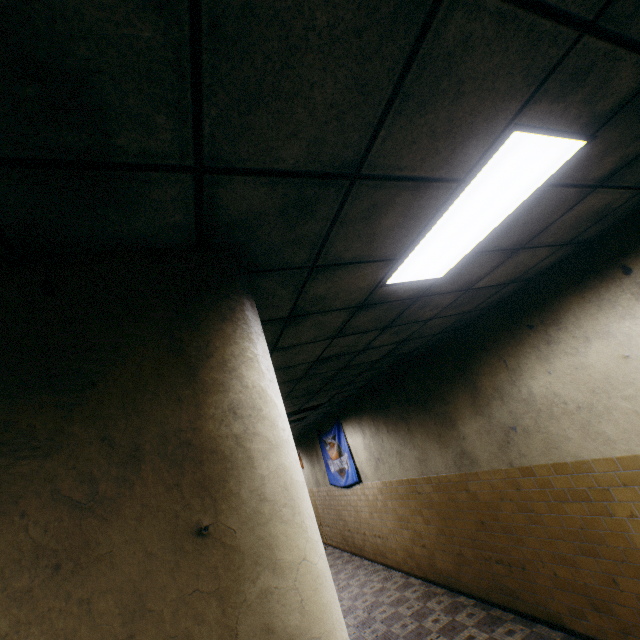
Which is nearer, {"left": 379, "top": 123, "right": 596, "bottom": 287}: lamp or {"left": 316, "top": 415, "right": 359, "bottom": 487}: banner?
{"left": 379, "top": 123, "right": 596, "bottom": 287}: lamp

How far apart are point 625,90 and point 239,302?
2.05m

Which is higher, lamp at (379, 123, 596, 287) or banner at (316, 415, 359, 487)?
lamp at (379, 123, 596, 287)

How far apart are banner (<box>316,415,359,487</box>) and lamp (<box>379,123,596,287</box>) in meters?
7.2

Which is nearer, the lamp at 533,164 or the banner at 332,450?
the lamp at 533,164

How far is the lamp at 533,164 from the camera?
1.6 meters

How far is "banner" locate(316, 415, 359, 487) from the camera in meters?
9.0 m

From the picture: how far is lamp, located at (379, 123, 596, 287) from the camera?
1.61m
